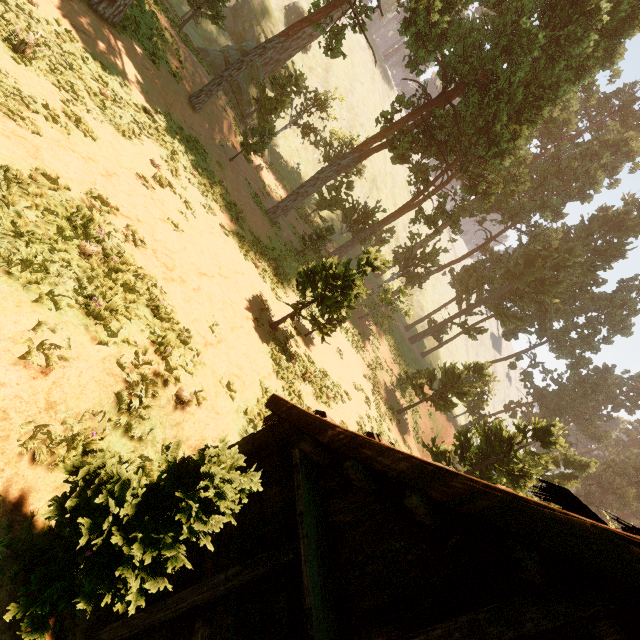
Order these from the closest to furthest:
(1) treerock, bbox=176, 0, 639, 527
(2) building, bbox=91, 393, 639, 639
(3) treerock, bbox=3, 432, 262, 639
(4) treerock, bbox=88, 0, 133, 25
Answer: (2) building, bbox=91, 393, 639, 639, (3) treerock, bbox=3, 432, 262, 639, (4) treerock, bbox=88, 0, 133, 25, (1) treerock, bbox=176, 0, 639, 527

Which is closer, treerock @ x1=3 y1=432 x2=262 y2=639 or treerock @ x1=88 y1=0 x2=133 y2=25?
treerock @ x1=3 y1=432 x2=262 y2=639

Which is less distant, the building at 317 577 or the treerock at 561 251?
the building at 317 577

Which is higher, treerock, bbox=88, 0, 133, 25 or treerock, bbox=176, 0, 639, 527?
treerock, bbox=176, 0, 639, 527

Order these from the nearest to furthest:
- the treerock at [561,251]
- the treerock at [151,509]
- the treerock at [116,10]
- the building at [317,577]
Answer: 1. the building at [317,577]
2. the treerock at [151,509]
3. the treerock at [116,10]
4. the treerock at [561,251]

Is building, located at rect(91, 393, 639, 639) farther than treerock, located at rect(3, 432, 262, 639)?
No

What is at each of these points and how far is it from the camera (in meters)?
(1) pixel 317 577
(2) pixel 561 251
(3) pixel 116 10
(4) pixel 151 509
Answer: (1) building, 3.59
(2) treerock, 36.19
(3) treerock, 13.91
(4) treerock, 3.97
